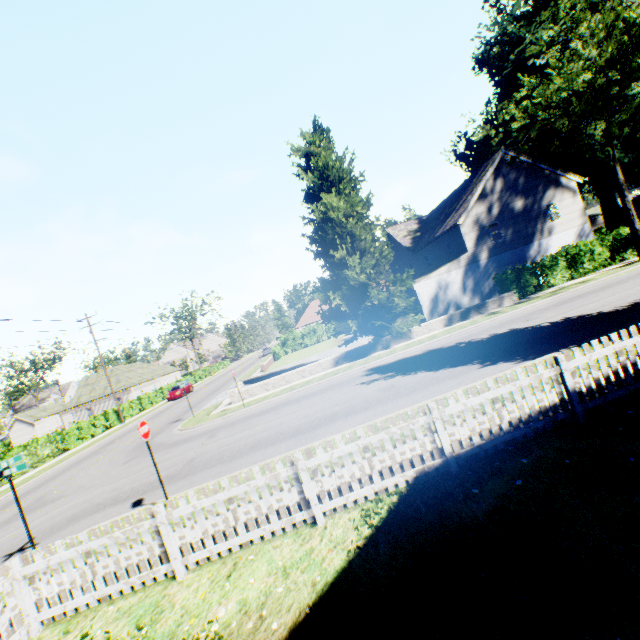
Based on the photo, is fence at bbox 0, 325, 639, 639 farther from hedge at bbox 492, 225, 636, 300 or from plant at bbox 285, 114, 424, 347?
hedge at bbox 492, 225, 636, 300

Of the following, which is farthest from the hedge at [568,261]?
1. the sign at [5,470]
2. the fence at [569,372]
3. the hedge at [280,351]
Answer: the sign at [5,470]

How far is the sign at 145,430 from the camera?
8.1m

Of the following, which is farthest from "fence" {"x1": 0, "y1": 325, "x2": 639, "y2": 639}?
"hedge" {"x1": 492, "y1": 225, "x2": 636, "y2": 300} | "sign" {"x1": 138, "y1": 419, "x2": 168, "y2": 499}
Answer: → "hedge" {"x1": 492, "y1": 225, "x2": 636, "y2": 300}

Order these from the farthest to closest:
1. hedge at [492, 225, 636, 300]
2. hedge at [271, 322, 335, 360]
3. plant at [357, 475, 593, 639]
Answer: hedge at [271, 322, 335, 360] → hedge at [492, 225, 636, 300] → plant at [357, 475, 593, 639]

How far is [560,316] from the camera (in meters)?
13.91

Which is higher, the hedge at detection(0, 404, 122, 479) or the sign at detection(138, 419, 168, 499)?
the sign at detection(138, 419, 168, 499)

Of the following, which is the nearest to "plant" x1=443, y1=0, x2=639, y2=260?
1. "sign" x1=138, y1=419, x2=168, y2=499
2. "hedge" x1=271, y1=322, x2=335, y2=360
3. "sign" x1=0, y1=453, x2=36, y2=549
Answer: "hedge" x1=271, y1=322, x2=335, y2=360
